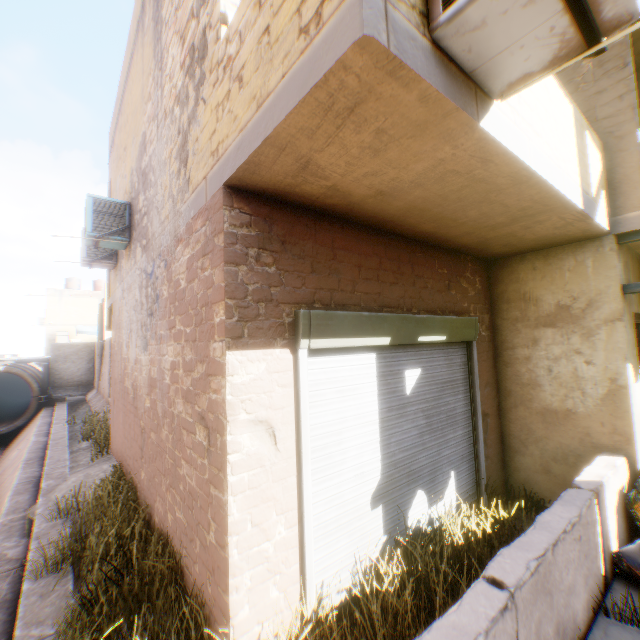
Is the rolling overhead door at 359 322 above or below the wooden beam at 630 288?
below

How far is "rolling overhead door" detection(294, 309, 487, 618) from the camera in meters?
3.0

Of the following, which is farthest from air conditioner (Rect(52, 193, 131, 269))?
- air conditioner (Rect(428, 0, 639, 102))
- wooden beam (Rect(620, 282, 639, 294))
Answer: wooden beam (Rect(620, 282, 639, 294))

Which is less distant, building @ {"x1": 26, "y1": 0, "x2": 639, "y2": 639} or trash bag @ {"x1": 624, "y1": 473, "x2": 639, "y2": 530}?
building @ {"x1": 26, "y1": 0, "x2": 639, "y2": 639}

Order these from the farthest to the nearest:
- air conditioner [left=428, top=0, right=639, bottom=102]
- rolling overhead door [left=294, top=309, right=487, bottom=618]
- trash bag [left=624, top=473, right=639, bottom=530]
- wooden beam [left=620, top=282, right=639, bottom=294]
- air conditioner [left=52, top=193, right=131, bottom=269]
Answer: air conditioner [left=52, top=193, right=131, bottom=269]
wooden beam [left=620, top=282, right=639, bottom=294]
trash bag [left=624, top=473, right=639, bottom=530]
rolling overhead door [left=294, top=309, right=487, bottom=618]
air conditioner [left=428, top=0, right=639, bottom=102]

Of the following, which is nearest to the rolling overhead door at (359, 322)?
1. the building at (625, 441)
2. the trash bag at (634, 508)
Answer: the building at (625, 441)

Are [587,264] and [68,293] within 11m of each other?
no

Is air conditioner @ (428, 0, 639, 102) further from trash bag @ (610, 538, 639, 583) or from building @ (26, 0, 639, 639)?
trash bag @ (610, 538, 639, 583)
